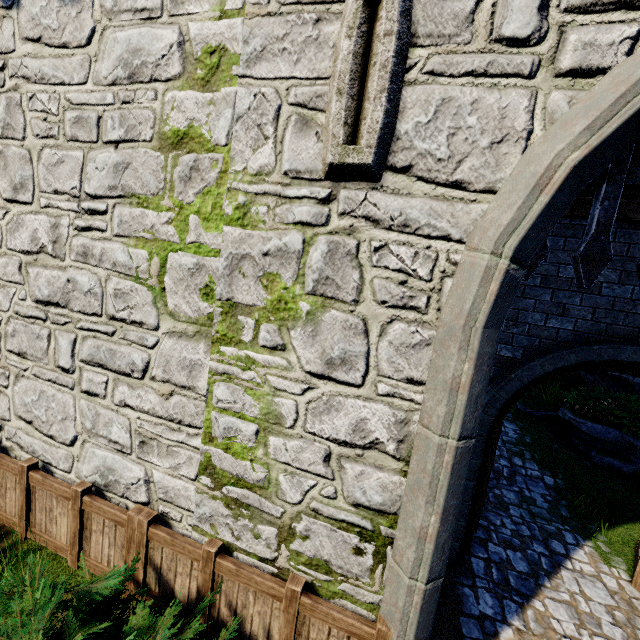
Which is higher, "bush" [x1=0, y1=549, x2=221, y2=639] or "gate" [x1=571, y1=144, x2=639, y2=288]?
"gate" [x1=571, y1=144, x2=639, y2=288]

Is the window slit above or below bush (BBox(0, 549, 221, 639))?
above

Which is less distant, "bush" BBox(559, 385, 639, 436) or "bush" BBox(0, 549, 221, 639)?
"bush" BBox(0, 549, 221, 639)

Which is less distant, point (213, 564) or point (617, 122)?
point (617, 122)

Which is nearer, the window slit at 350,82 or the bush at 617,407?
the window slit at 350,82

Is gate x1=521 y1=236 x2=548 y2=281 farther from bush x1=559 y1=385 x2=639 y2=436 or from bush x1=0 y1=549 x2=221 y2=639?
bush x1=559 y1=385 x2=639 y2=436

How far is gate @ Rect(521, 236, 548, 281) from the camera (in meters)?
3.00

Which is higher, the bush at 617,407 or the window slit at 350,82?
the window slit at 350,82
